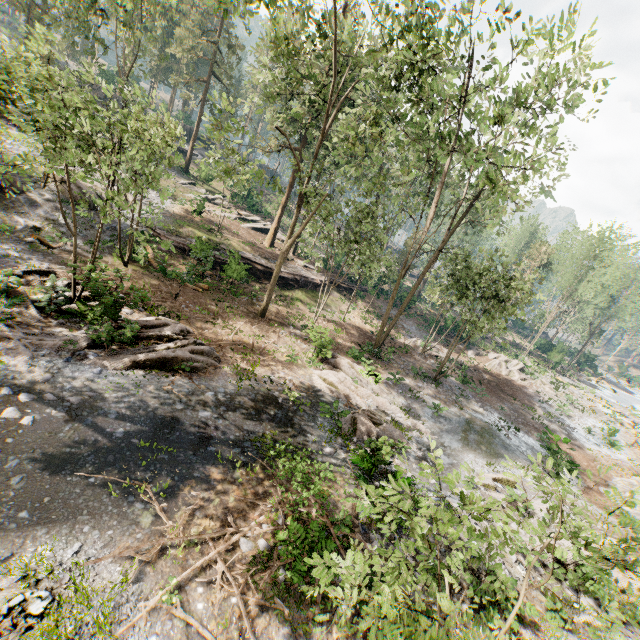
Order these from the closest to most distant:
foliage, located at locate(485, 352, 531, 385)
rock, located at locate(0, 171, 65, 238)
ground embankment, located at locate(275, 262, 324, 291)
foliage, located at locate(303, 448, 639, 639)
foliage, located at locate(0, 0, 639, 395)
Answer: foliage, located at locate(303, 448, 639, 639) → foliage, located at locate(0, 0, 639, 395) → rock, located at locate(0, 171, 65, 238) → ground embankment, located at locate(275, 262, 324, 291) → foliage, located at locate(485, 352, 531, 385)

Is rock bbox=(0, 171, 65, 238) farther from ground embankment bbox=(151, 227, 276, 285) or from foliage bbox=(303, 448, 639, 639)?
ground embankment bbox=(151, 227, 276, 285)

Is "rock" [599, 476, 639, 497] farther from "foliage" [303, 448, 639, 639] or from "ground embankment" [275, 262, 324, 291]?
"ground embankment" [275, 262, 324, 291]

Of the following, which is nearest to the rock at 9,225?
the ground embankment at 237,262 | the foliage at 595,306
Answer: the foliage at 595,306

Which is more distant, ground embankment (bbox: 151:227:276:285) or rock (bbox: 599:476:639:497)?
ground embankment (bbox: 151:227:276:285)

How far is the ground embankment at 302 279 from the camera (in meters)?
28.17

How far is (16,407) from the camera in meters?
8.6
